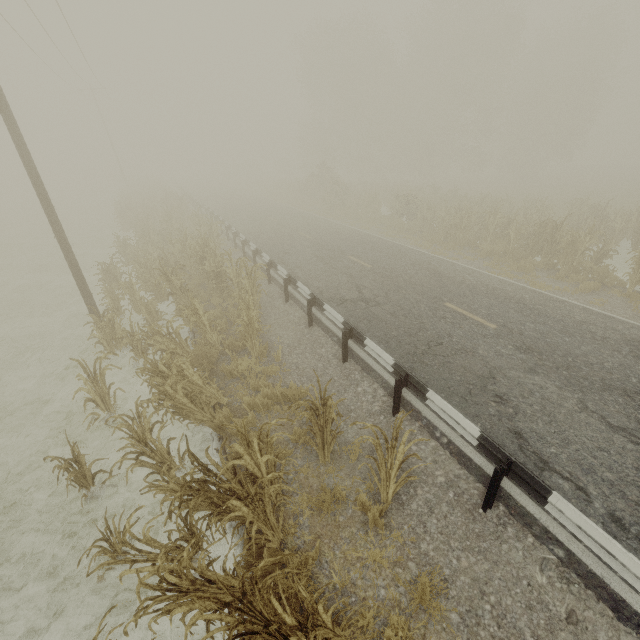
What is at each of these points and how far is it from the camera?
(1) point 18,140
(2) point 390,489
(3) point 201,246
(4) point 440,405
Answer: (1) utility pole, 8.4m
(2) tree, 4.6m
(3) tree, 11.8m
(4) guardrail, 5.3m

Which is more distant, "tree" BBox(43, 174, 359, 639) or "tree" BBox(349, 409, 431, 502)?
"tree" BBox(349, 409, 431, 502)

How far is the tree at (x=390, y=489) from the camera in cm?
405

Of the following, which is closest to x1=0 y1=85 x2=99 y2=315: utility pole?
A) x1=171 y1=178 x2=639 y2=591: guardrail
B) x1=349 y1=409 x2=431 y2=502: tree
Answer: x1=349 y1=409 x2=431 y2=502: tree

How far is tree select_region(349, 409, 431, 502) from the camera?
4.05m

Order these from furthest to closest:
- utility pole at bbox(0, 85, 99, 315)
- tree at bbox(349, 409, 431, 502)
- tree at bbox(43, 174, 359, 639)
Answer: utility pole at bbox(0, 85, 99, 315) < tree at bbox(349, 409, 431, 502) < tree at bbox(43, 174, 359, 639)

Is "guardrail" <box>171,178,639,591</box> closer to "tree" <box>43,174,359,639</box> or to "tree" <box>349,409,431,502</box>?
"tree" <box>349,409,431,502</box>

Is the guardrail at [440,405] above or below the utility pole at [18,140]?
below
